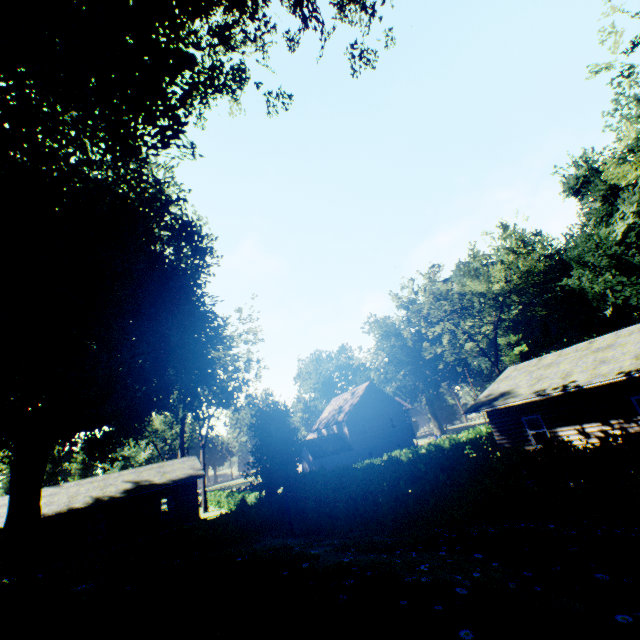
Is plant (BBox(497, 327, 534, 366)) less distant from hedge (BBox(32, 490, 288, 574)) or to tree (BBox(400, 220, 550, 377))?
tree (BBox(400, 220, 550, 377))

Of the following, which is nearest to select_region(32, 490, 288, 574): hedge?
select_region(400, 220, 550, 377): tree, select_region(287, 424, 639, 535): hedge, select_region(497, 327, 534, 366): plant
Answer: select_region(287, 424, 639, 535): hedge

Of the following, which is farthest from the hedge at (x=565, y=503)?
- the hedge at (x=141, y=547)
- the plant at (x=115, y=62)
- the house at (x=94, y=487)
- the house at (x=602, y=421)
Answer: the house at (x=94, y=487)

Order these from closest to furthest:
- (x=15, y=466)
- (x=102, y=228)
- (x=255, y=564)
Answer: (x=255, y=564), (x=102, y=228), (x=15, y=466)

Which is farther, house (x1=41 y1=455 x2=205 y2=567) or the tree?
the tree

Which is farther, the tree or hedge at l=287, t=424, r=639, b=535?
the tree

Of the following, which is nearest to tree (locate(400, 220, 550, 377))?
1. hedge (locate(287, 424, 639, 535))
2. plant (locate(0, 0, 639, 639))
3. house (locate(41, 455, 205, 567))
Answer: plant (locate(0, 0, 639, 639))

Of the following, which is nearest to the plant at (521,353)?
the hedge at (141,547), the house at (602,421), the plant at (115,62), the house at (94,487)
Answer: the house at (602,421)
